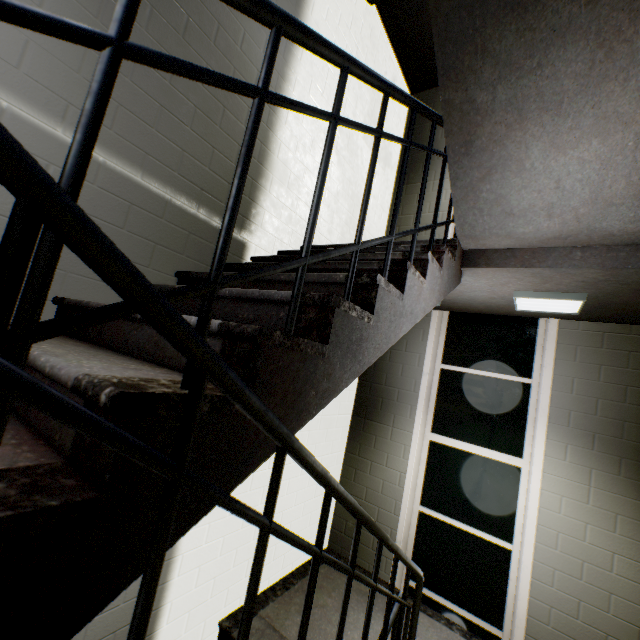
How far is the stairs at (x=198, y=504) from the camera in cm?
66

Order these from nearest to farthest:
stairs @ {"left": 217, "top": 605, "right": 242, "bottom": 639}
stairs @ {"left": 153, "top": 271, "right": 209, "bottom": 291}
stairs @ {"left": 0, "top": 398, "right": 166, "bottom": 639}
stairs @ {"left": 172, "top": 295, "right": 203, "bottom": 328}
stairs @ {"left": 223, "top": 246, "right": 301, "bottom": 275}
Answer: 1. stairs @ {"left": 0, "top": 398, "right": 166, "bottom": 639}
2. stairs @ {"left": 172, "top": 295, "right": 203, "bottom": 328}
3. stairs @ {"left": 153, "top": 271, "right": 209, "bottom": 291}
4. stairs @ {"left": 223, "top": 246, "right": 301, "bottom": 275}
5. stairs @ {"left": 217, "top": 605, "right": 242, "bottom": 639}

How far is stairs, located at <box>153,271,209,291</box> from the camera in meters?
1.6 m

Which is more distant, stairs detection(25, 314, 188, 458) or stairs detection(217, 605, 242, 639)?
stairs detection(217, 605, 242, 639)

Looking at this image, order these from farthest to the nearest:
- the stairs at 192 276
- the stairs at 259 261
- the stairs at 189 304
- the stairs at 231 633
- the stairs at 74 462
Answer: A: the stairs at 231 633 < the stairs at 259 261 < the stairs at 192 276 < the stairs at 189 304 < the stairs at 74 462

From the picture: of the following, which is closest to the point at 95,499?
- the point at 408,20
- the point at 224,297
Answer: the point at 224,297
